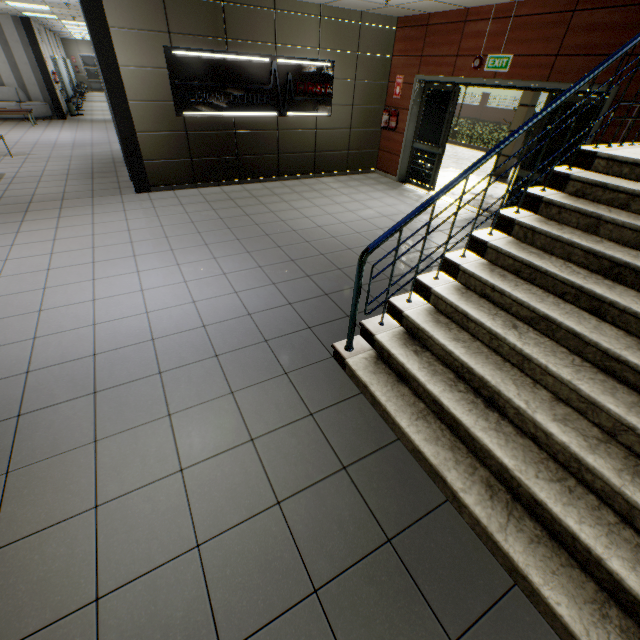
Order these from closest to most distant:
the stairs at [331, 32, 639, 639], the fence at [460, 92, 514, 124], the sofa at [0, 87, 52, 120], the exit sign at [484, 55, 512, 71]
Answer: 1. the stairs at [331, 32, 639, 639]
2. the exit sign at [484, 55, 512, 71]
3. the sofa at [0, 87, 52, 120]
4. the fence at [460, 92, 514, 124]

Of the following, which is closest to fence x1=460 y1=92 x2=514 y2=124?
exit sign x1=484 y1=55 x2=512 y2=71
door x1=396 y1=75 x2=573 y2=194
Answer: door x1=396 y1=75 x2=573 y2=194

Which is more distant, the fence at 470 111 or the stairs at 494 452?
the fence at 470 111

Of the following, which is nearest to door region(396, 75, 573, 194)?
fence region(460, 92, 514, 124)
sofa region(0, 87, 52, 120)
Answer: sofa region(0, 87, 52, 120)

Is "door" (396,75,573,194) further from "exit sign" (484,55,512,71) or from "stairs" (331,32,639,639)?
"stairs" (331,32,639,639)

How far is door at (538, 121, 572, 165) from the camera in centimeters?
532cm

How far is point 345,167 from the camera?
8.71m

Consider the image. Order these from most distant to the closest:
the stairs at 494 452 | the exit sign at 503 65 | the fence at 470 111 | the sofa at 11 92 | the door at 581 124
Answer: the fence at 470 111 < the sofa at 11 92 < the exit sign at 503 65 < the door at 581 124 < the stairs at 494 452
